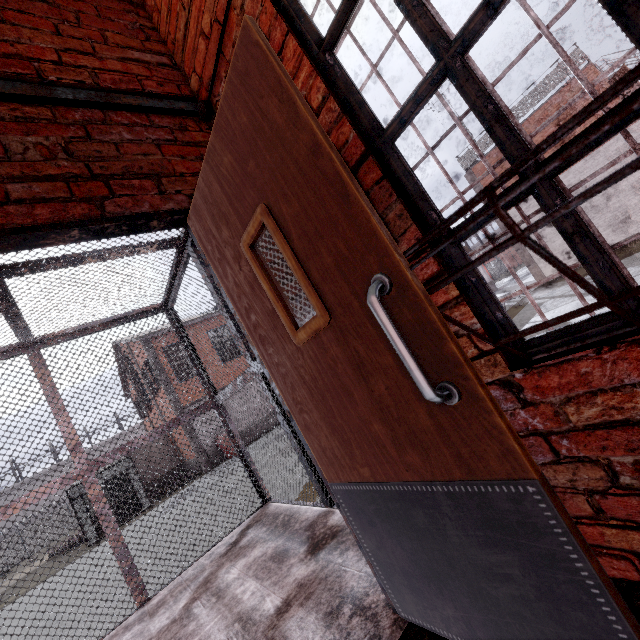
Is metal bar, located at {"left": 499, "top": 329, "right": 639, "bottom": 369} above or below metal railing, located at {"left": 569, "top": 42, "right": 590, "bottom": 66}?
below

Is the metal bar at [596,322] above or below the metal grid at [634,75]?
below

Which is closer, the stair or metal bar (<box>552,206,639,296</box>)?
metal bar (<box>552,206,639,296</box>)

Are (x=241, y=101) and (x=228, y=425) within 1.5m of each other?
no

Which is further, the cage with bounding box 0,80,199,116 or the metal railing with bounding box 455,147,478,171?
the metal railing with bounding box 455,147,478,171

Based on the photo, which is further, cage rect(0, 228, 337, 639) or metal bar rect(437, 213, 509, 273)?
cage rect(0, 228, 337, 639)

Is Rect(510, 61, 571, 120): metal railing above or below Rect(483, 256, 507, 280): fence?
above

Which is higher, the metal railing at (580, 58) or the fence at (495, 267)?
the metal railing at (580, 58)
